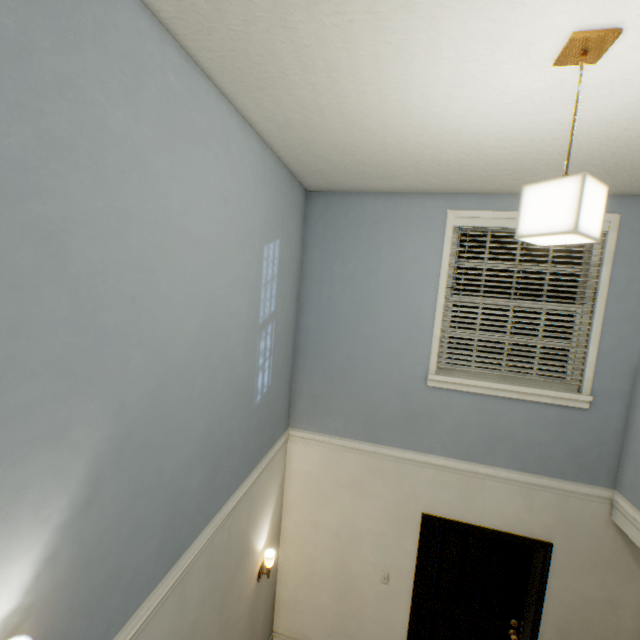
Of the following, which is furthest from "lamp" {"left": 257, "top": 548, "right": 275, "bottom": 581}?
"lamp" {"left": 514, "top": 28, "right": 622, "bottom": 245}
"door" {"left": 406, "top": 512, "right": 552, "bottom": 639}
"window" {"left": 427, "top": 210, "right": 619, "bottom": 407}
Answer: "lamp" {"left": 514, "top": 28, "right": 622, "bottom": 245}

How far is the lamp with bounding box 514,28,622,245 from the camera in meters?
1.1 m

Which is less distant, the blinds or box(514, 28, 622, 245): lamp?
box(514, 28, 622, 245): lamp

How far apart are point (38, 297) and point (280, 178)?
1.95m

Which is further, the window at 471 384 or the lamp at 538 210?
the window at 471 384

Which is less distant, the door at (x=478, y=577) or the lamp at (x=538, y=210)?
A: the lamp at (x=538, y=210)

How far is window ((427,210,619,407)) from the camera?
2.6m

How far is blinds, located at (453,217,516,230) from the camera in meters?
2.8
